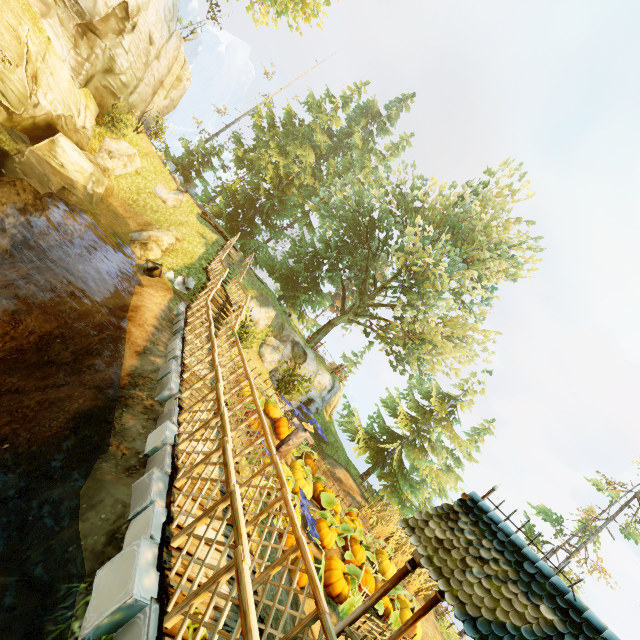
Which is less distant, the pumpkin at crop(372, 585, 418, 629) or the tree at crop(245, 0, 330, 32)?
the pumpkin at crop(372, 585, 418, 629)

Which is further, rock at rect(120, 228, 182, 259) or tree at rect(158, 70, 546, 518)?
tree at rect(158, 70, 546, 518)

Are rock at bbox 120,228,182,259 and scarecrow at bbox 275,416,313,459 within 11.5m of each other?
yes

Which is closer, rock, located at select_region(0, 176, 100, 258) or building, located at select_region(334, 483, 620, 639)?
building, located at select_region(334, 483, 620, 639)

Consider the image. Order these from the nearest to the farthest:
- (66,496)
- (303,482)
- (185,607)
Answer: (185,607) < (66,496) < (303,482)

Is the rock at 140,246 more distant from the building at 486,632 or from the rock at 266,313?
the building at 486,632

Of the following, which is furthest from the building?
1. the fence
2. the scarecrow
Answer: the scarecrow

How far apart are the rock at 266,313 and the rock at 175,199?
7.4 meters
